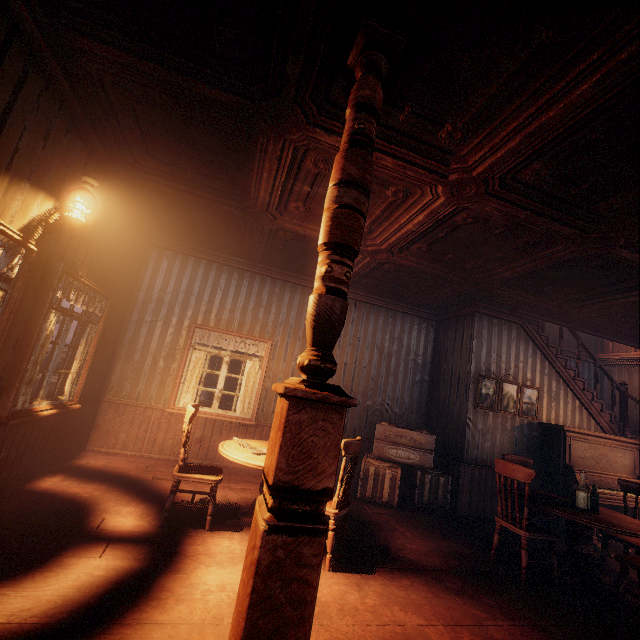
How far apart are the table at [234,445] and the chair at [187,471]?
0.2m

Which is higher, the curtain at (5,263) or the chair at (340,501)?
the curtain at (5,263)

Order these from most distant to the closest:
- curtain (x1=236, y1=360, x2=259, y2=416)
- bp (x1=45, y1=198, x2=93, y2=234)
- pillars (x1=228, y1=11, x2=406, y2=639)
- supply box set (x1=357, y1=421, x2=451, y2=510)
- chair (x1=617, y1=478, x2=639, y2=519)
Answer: curtain (x1=236, y1=360, x2=259, y2=416) < supply box set (x1=357, y1=421, x2=451, y2=510) < chair (x1=617, y1=478, x2=639, y2=519) < bp (x1=45, y1=198, x2=93, y2=234) < pillars (x1=228, y1=11, x2=406, y2=639)

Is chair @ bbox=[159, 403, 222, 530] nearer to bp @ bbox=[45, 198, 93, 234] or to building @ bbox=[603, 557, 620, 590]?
building @ bbox=[603, 557, 620, 590]

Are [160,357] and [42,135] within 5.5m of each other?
yes

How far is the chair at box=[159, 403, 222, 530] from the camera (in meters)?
3.38

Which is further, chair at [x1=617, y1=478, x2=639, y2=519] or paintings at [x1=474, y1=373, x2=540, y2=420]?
paintings at [x1=474, y1=373, x2=540, y2=420]

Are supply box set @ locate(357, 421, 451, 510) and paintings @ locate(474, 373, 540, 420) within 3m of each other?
yes
